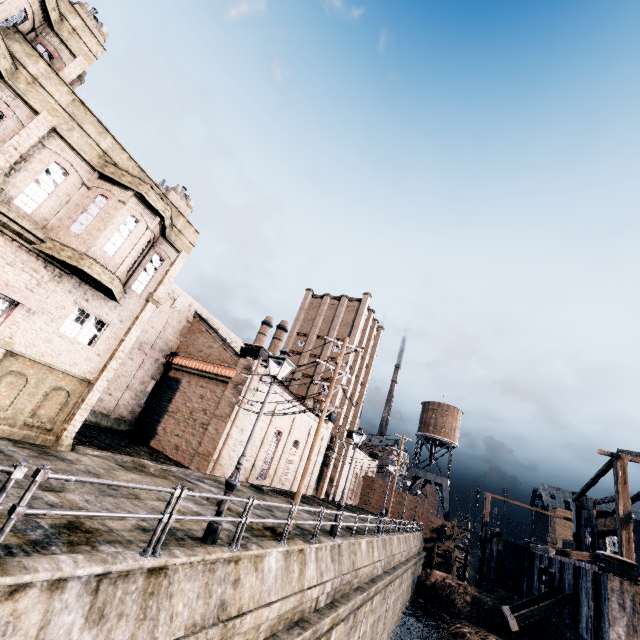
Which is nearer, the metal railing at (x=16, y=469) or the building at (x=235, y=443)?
the metal railing at (x=16, y=469)

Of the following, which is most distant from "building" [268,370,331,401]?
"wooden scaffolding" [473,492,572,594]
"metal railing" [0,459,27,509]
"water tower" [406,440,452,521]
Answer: "wooden scaffolding" [473,492,572,594]

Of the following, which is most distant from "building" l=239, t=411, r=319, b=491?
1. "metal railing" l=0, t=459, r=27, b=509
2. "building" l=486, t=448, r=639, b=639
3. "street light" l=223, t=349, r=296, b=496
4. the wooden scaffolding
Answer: "building" l=486, t=448, r=639, b=639

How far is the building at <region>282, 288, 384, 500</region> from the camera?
42.2m

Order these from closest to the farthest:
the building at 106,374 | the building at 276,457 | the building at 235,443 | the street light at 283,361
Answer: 1. the street light at 283,361
2. the building at 106,374
3. the building at 235,443
4. the building at 276,457

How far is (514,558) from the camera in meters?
42.3 m

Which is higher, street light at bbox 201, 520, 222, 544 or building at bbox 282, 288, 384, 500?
building at bbox 282, 288, 384, 500

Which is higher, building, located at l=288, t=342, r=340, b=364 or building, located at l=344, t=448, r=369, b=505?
building, located at l=288, t=342, r=340, b=364
